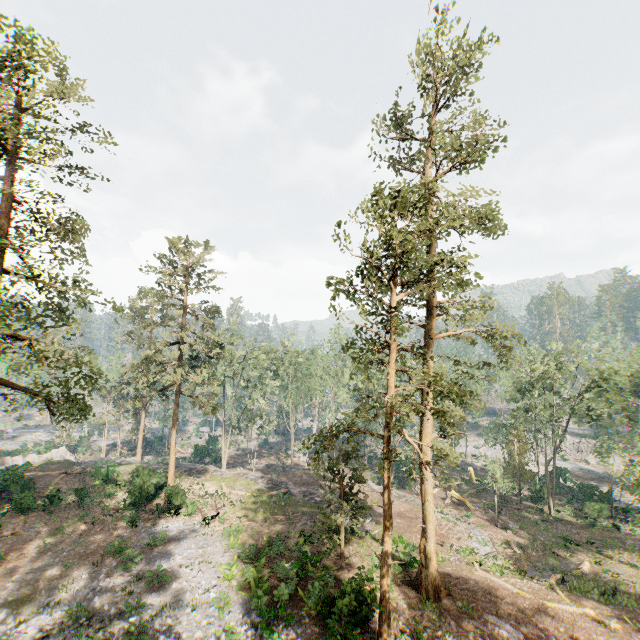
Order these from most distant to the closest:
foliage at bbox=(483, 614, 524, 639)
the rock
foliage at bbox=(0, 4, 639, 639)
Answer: the rock
foliage at bbox=(483, 614, 524, 639)
foliage at bbox=(0, 4, 639, 639)

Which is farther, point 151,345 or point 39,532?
point 151,345

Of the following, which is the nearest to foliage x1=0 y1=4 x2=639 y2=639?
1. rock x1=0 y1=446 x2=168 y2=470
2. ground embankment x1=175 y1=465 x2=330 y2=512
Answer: rock x1=0 y1=446 x2=168 y2=470

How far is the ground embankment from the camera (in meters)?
30.21

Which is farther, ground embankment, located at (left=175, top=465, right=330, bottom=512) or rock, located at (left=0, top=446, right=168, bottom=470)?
rock, located at (left=0, top=446, right=168, bottom=470)

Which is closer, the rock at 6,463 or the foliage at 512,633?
the foliage at 512,633
